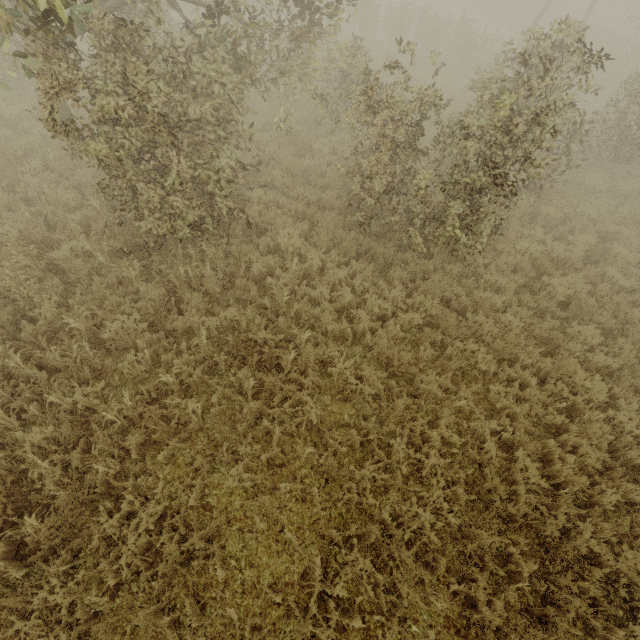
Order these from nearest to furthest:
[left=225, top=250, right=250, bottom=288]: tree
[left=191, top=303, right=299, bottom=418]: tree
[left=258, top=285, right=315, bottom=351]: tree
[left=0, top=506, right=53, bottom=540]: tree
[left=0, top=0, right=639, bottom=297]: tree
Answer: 1. [left=0, top=506, right=53, bottom=540]: tree
2. [left=0, top=0, right=639, bottom=297]: tree
3. [left=191, top=303, right=299, bottom=418]: tree
4. [left=258, top=285, right=315, bottom=351]: tree
5. [left=225, top=250, right=250, bottom=288]: tree

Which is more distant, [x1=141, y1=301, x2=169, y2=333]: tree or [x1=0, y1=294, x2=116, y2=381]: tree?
[x1=141, y1=301, x2=169, y2=333]: tree

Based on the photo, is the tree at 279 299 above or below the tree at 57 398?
above

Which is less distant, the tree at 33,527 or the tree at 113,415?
the tree at 33,527

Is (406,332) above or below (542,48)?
below

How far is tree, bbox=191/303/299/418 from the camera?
4.95m
